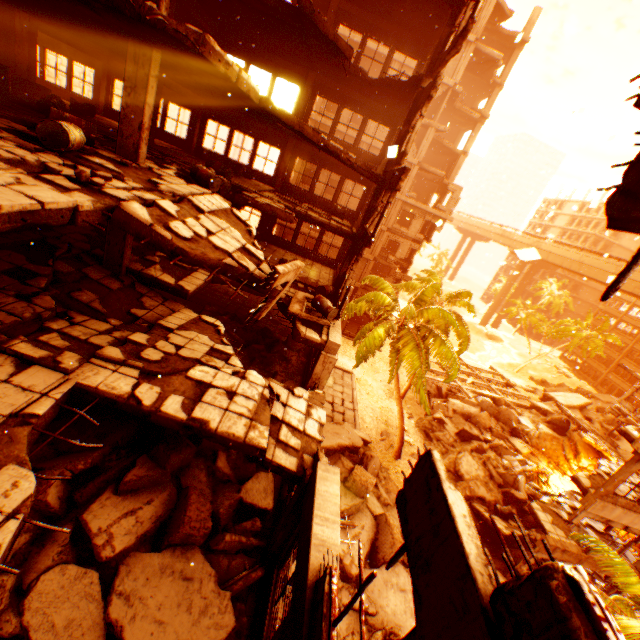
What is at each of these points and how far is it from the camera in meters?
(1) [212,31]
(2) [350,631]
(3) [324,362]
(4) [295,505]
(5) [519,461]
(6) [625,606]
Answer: (1) concrete beam, 14.7 m
(2) rock pile, 11.3 m
(3) pillar, 10.6 m
(4) pillar, 6.2 m
(5) floor rubble, 24.5 m
(6) rubble, 10.3 m

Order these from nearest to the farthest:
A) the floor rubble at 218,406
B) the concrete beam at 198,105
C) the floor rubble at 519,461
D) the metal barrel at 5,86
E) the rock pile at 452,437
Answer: the floor rubble at 218,406
the metal barrel at 5,86
the concrete beam at 198,105
the rock pile at 452,437
the floor rubble at 519,461

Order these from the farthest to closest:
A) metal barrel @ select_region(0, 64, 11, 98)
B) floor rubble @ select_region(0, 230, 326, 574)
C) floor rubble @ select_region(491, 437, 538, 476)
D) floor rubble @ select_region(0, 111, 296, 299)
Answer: floor rubble @ select_region(491, 437, 538, 476)
metal barrel @ select_region(0, 64, 11, 98)
floor rubble @ select_region(0, 111, 296, 299)
floor rubble @ select_region(0, 230, 326, 574)

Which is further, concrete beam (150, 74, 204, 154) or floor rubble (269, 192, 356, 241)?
floor rubble (269, 192, 356, 241)

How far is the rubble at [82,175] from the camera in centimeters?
532cm

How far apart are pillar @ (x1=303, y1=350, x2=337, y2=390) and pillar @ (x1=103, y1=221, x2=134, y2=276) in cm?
662

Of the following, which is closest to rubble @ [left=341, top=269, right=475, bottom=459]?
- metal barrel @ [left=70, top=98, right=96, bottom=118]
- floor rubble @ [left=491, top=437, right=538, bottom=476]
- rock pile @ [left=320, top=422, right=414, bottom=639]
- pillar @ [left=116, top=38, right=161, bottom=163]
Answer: rock pile @ [left=320, top=422, right=414, bottom=639]

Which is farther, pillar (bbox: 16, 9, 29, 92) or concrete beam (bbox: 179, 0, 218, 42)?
concrete beam (bbox: 179, 0, 218, 42)
